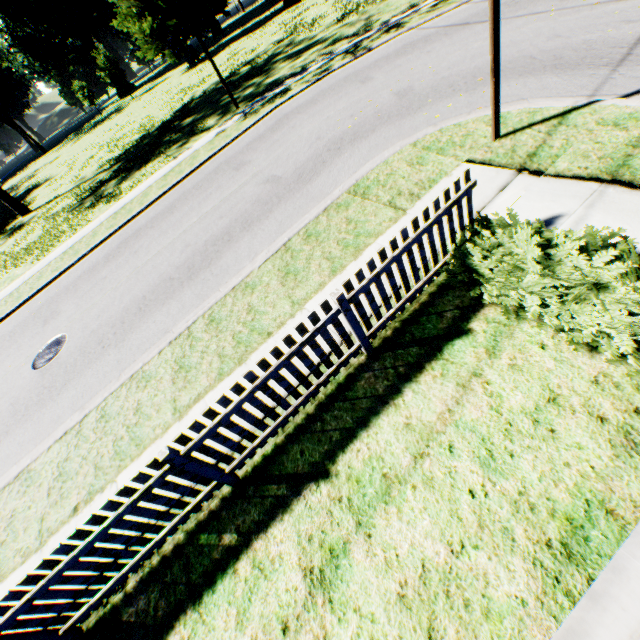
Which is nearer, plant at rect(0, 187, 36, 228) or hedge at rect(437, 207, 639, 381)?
hedge at rect(437, 207, 639, 381)

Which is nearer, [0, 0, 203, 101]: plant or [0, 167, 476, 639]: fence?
[0, 167, 476, 639]: fence

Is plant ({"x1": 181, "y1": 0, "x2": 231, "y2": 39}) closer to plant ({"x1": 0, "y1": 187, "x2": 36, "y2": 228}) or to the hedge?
plant ({"x1": 0, "y1": 187, "x2": 36, "y2": 228})

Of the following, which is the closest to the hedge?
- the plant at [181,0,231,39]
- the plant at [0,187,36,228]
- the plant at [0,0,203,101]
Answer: the plant at [0,187,36,228]

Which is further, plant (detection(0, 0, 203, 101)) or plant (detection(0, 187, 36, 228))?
plant (detection(0, 0, 203, 101))

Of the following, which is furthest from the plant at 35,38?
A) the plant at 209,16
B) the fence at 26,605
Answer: the fence at 26,605

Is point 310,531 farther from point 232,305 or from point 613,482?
point 232,305

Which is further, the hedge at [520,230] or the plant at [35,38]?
the plant at [35,38]
